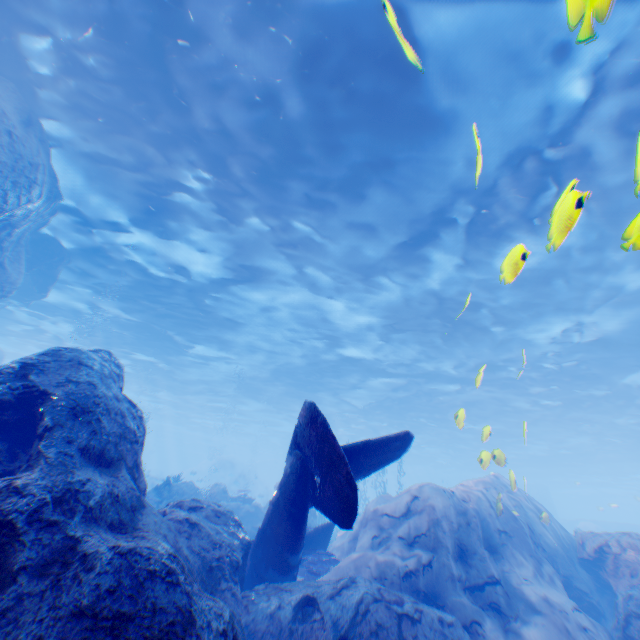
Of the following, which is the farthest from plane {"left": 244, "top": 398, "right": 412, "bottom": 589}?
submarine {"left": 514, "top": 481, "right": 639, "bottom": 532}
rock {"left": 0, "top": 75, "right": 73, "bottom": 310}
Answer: submarine {"left": 514, "top": 481, "right": 639, "bottom": 532}

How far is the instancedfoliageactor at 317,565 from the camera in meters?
9.4

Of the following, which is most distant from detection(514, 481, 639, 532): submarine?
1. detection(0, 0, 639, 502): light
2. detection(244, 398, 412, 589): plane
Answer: detection(244, 398, 412, 589): plane

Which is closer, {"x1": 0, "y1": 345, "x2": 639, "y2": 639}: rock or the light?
{"x1": 0, "y1": 345, "x2": 639, "y2": 639}: rock

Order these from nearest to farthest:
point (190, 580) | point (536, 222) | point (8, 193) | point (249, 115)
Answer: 1. point (190, 580)
2. point (8, 193)
3. point (249, 115)
4. point (536, 222)

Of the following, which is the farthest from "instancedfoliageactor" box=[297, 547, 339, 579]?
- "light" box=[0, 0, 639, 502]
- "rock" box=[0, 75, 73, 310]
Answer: "light" box=[0, 0, 639, 502]

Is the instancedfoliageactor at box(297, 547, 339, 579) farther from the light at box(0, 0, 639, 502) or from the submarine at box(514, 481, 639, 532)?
the light at box(0, 0, 639, 502)

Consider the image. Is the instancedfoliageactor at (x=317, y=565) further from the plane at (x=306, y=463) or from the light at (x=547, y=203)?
the light at (x=547, y=203)
